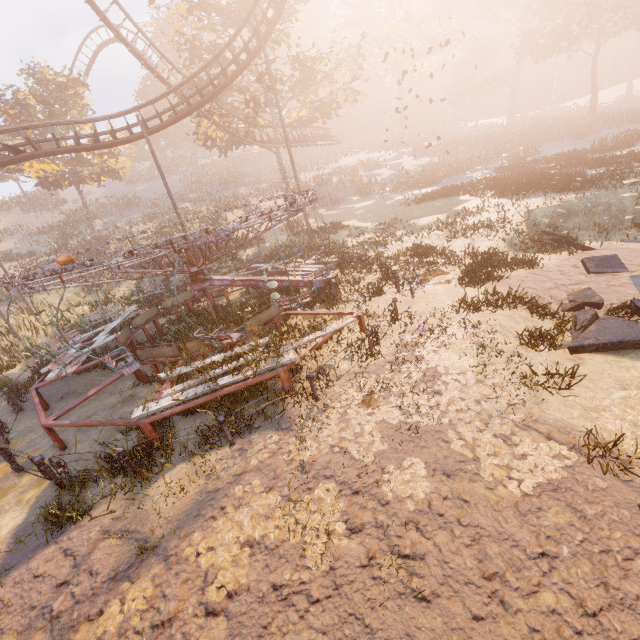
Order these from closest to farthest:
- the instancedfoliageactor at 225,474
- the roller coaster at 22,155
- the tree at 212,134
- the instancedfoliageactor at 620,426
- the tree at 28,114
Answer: the instancedfoliageactor at 620,426 → the instancedfoliageactor at 225,474 → the roller coaster at 22,155 → the tree at 212,134 → the tree at 28,114

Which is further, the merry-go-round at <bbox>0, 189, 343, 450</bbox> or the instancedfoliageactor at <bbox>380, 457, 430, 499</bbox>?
the merry-go-round at <bbox>0, 189, 343, 450</bbox>

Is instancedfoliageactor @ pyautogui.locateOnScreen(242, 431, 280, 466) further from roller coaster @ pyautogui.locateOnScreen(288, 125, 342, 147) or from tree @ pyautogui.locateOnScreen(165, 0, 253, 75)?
tree @ pyautogui.locateOnScreen(165, 0, 253, 75)

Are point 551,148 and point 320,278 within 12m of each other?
no

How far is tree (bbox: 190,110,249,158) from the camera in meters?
26.9

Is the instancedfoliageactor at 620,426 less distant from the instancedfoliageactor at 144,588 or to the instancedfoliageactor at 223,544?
the instancedfoliageactor at 223,544

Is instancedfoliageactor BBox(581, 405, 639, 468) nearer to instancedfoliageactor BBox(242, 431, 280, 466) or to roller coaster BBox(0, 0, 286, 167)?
instancedfoliageactor BBox(242, 431, 280, 466)

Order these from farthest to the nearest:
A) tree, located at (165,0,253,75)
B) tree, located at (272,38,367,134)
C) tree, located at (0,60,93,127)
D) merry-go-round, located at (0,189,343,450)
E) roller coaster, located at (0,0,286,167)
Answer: tree, located at (0,60,93,127) < tree, located at (272,38,367,134) < tree, located at (165,0,253,75) < roller coaster, located at (0,0,286,167) < merry-go-round, located at (0,189,343,450)
